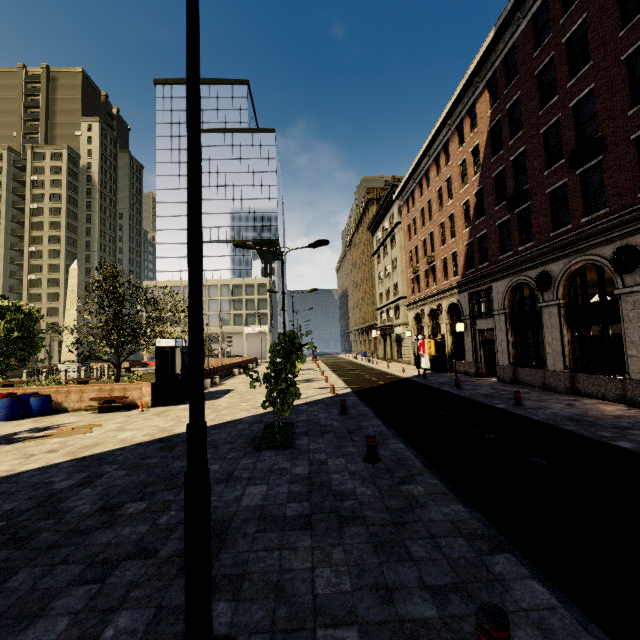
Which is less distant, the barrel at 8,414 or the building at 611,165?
the building at 611,165

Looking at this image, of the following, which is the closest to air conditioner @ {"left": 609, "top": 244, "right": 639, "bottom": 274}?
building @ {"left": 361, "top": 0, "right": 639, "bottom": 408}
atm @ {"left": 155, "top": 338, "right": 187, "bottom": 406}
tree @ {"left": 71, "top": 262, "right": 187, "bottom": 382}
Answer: building @ {"left": 361, "top": 0, "right": 639, "bottom": 408}

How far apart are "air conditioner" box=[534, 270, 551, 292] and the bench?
20.33m

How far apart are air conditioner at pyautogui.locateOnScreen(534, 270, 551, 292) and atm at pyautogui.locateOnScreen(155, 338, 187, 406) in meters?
17.8 m

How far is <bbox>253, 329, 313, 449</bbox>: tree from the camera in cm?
909

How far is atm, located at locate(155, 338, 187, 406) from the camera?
15.7m

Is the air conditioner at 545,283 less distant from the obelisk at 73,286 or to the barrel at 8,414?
the barrel at 8,414

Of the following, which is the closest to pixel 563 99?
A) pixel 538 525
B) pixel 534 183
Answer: pixel 534 183
